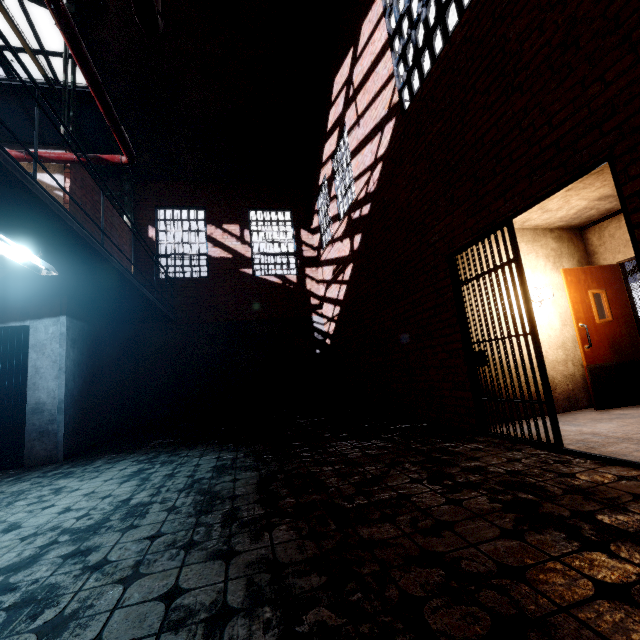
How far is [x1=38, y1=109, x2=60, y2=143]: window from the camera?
8.9 meters

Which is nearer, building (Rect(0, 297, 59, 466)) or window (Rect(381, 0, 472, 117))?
window (Rect(381, 0, 472, 117))

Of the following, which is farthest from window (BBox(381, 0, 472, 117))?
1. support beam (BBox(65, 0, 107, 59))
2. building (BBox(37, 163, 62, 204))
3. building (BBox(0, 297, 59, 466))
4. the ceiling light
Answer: the ceiling light

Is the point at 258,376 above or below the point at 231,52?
below

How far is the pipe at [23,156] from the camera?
5.91m

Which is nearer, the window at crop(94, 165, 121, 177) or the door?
the door

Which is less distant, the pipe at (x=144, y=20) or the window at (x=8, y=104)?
the pipe at (x=144, y=20)

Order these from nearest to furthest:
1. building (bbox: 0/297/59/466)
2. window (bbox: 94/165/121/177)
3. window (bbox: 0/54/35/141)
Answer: building (bbox: 0/297/59/466)
window (bbox: 0/54/35/141)
window (bbox: 94/165/121/177)
